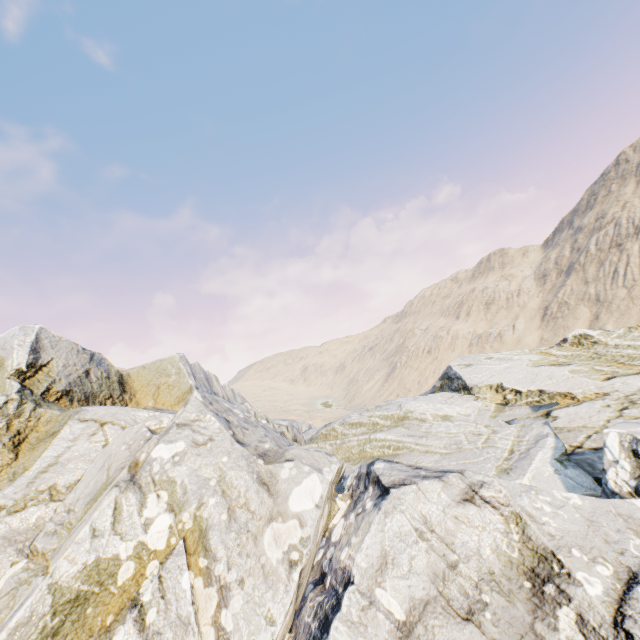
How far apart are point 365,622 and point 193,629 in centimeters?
239cm
